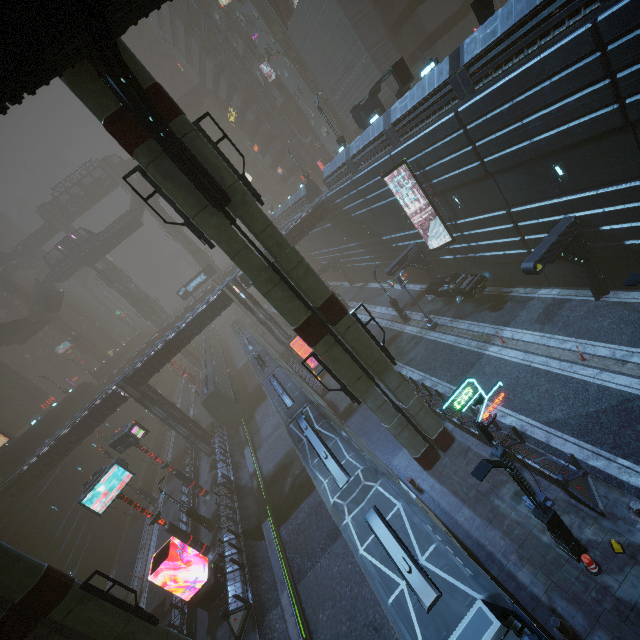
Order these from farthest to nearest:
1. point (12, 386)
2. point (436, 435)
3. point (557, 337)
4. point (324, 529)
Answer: point (12, 386)
point (324, 529)
point (557, 337)
point (436, 435)

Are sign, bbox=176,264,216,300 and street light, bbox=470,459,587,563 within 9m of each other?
no

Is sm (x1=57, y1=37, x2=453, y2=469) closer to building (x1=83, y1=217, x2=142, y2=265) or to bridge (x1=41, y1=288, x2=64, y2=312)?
building (x1=83, y1=217, x2=142, y2=265)

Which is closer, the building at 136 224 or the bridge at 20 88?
the bridge at 20 88

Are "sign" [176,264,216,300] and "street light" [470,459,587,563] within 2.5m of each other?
no

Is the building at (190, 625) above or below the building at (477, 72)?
below

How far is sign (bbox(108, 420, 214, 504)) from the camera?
24.53m

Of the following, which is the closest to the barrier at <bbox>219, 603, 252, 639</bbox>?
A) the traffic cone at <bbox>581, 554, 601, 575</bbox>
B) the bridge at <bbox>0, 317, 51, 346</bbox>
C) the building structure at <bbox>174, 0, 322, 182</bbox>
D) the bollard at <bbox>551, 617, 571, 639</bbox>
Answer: the bollard at <bbox>551, 617, 571, 639</bbox>
